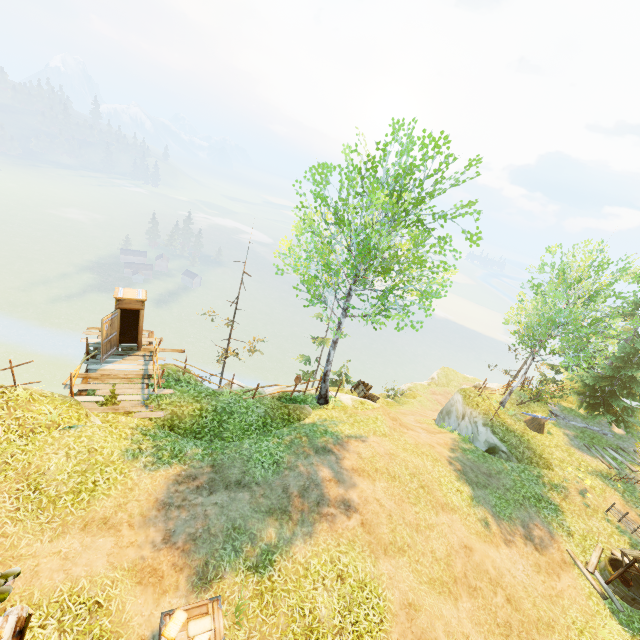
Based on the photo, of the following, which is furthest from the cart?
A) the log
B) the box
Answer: the box

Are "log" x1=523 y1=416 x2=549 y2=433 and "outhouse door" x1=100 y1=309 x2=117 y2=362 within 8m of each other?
no

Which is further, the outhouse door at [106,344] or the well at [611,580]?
the outhouse door at [106,344]

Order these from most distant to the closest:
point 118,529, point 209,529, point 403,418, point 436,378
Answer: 1. point 436,378
2. point 403,418
3. point 209,529
4. point 118,529

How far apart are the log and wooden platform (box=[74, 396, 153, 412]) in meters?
19.9 m

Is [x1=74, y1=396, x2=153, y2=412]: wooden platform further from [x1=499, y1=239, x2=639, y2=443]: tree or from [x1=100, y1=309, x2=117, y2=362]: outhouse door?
[x1=499, y1=239, x2=639, y2=443]: tree

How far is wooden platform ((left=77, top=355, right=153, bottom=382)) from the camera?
12.7 meters

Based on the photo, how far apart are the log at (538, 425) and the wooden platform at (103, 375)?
19.9m
